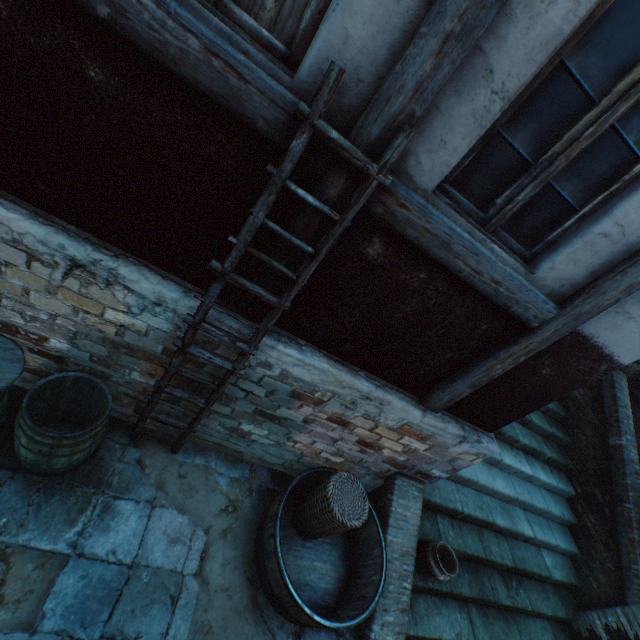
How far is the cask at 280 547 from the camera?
2.90m

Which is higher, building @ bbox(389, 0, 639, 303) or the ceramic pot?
building @ bbox(389, 0, 639, 303)

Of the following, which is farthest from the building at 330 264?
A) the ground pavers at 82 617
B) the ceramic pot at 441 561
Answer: the ceramic pot at 441 561

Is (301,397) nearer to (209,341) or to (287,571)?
(209,341)

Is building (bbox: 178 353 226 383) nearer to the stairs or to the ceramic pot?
the stairs

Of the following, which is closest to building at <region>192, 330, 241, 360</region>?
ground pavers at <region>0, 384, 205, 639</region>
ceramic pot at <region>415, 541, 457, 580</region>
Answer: ground pavers at <region>0, 384, 205, 639</region>

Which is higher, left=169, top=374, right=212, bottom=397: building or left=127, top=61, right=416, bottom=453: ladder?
left=127, top=61, right=416, bottom=453: ladder

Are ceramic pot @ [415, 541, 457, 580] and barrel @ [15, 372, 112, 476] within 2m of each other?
no
